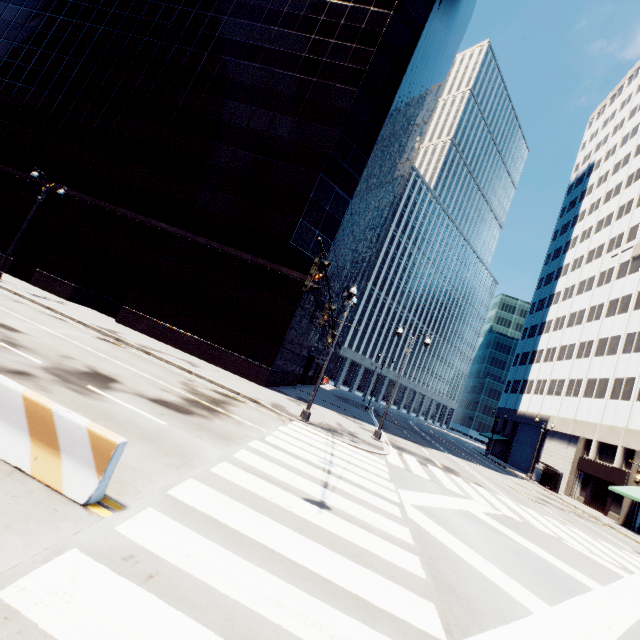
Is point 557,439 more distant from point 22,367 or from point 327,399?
point 22,367

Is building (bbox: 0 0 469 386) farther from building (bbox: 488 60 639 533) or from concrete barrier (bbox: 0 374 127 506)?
building (bbox: 488 60 639 533)

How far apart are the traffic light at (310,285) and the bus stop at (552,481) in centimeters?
4221cm

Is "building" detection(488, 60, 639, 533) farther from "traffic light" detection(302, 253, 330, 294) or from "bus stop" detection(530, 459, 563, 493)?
"traffic light" detection(302, 253, 330, 294)

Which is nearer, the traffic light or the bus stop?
the traffic light

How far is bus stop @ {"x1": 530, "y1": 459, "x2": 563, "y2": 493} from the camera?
34.53m

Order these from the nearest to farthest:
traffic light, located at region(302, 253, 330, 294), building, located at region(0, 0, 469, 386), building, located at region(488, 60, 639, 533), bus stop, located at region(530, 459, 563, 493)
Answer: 1. traffic light, located at region(302, 253, 330, 294)
2. building, located at region(0, 0, 469, 386)
3. building, located at region(488, 60, 639, 533)
4. bus stop, located at region(530, 459, 563, 493)

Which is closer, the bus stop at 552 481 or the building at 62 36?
the building at 62 36
